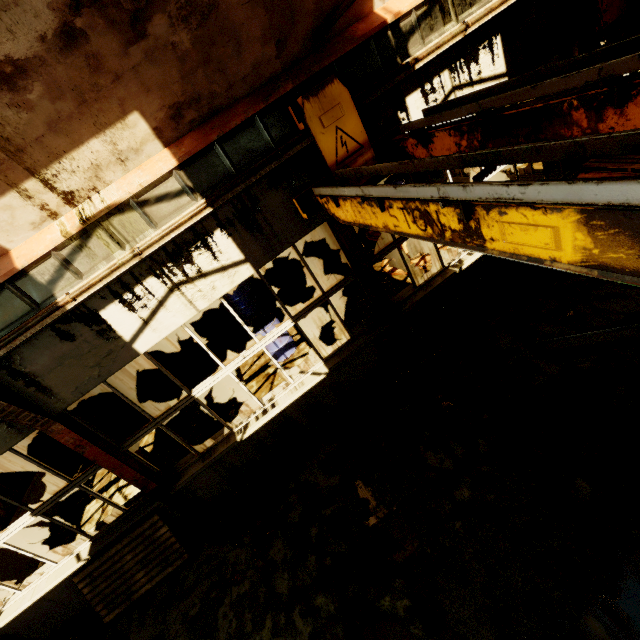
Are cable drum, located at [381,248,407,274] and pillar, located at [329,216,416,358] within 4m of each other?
yes

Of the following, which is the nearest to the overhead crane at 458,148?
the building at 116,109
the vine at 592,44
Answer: the building at 116,109

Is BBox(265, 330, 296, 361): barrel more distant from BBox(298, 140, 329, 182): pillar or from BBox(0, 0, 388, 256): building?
BBox(0, 0, 388, 256): building

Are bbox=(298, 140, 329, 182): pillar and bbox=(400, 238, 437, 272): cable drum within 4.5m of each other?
yes

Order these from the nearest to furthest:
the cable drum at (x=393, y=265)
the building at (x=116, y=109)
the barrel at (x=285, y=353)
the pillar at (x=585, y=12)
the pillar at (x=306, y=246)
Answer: the building at (x=116, y=109), the pillar at (x=585, y=12), the barrel at (x=285, y=353), the cable drum at (x=393, y=265), the pillar at (x=306, y=246)

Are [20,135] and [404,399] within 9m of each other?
yes

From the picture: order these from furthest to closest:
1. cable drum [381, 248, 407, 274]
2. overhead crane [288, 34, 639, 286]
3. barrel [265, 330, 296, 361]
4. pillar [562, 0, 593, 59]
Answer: cable drum [381, 248, 407, 274]
barrel [265, 330, 296, 361]
pillar [562, 0, 593, 59]
overhead crane [288, 34, 639, 286]

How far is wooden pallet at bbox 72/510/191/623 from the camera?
5.29m
